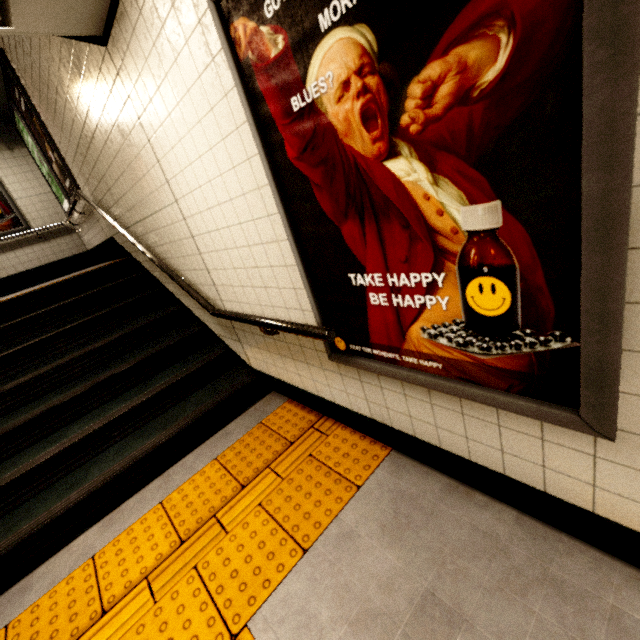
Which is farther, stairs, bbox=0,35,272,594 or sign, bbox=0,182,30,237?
sign, bbox=0,182,30,237

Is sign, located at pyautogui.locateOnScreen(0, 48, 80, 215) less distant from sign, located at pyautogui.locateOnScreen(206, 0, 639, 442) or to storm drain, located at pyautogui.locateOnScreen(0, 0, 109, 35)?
storm drain, located at pyautogui.locateOnScreen(0, 0, 109, 35)

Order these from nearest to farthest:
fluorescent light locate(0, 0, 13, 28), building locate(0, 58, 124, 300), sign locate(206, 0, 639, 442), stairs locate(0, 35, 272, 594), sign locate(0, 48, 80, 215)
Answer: sign locate(206, 0, 639, 442), fluorescent light locate(0, 0, 13, 28), stairs locate(0, 35, 272, 594), sign locate(0, 48, 80, 215), building locate(0, 58, 124, 300)

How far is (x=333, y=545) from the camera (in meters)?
1.71

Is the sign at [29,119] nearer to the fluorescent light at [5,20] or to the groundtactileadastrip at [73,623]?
the fluorescent light at [5,20]

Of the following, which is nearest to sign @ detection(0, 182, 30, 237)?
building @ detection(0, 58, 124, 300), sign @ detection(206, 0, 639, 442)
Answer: A: building @ detection(0, 58, 124, 300)

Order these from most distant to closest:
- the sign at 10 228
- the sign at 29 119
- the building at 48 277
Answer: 1. the sign at 10 228
2. the building at 48 277
3. the sign at 29 119

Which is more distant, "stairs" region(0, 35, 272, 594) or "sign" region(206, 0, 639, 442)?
"stairs" region(0, 35, 272, 594)
